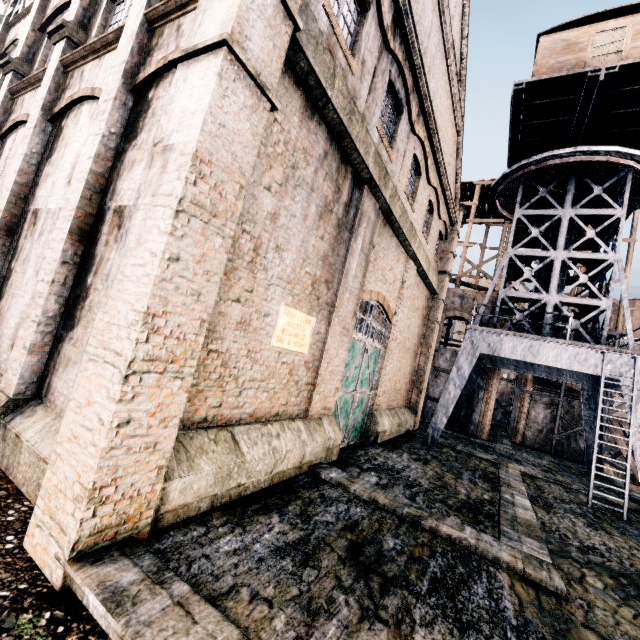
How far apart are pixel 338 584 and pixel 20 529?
4.9m

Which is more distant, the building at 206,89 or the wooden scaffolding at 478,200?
the wooden scaffolding at 478,200

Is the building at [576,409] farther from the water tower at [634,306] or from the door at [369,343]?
the water tower at [634,306]

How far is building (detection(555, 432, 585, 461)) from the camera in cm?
2578

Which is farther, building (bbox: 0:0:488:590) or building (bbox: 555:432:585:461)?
building (bbox: 555:432:585:461)

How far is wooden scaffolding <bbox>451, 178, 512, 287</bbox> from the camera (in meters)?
28.36

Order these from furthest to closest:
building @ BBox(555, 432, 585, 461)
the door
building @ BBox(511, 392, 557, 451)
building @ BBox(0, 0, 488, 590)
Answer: building @ BBox(511, 392, 557, 451)
building @ BBox(555, 432, 585, 461)
the door
building @ BBox(0, 0, 488, 590)
